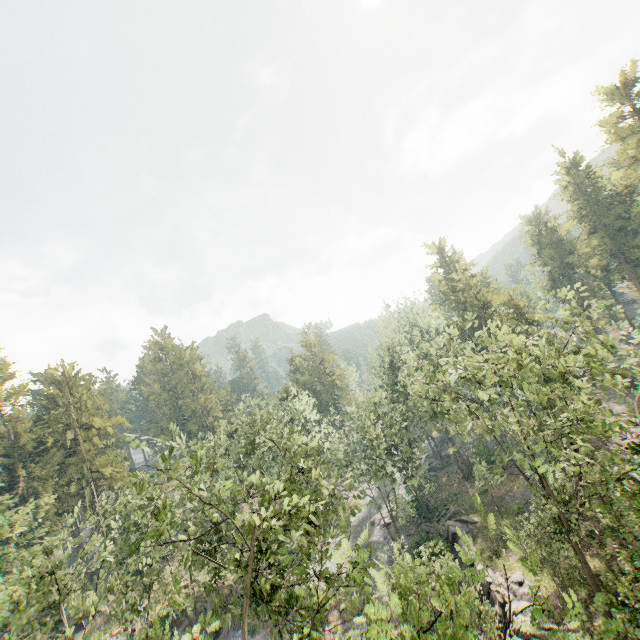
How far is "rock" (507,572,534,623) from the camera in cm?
2106

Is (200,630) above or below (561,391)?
below

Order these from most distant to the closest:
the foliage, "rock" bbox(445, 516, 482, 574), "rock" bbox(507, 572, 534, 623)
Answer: "rock" bbox(445, 516, 482, 574)
"rock" bbox(507, 572, 534, 623)
the foliage

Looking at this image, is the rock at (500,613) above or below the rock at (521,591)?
below

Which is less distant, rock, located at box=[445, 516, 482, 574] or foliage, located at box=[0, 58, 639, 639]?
foliage, located at box=[0, 58, 639, 639]

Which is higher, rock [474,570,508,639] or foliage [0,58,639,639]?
foliage [0,58,639,639]

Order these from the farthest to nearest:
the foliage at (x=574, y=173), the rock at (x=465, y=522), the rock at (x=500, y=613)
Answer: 1. the rock at (x=465, y=522)
2. the rock at (x=500, y=613)
3. the foliage at (x=574, y=173)
